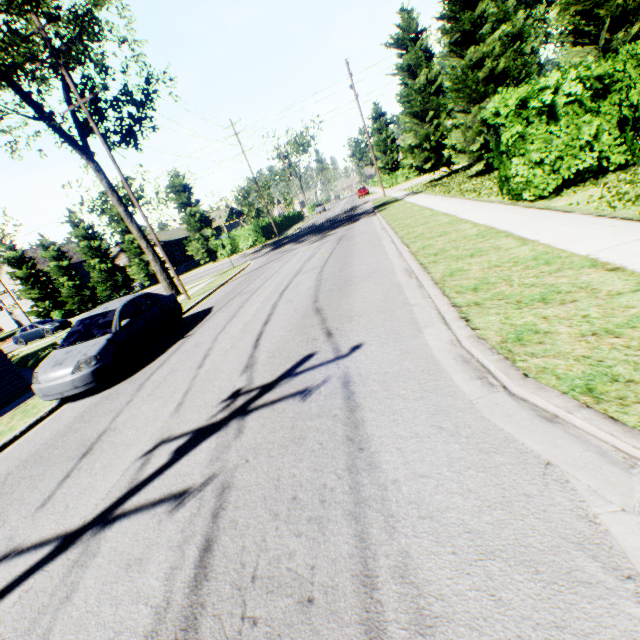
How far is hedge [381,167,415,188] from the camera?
48.5m

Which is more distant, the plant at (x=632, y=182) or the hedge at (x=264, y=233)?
the hedge at (x=264, y=233)

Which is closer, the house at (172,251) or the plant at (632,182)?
the plant at (632,182)

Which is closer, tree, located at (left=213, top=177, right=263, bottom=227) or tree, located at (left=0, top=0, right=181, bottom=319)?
tree, located at (left=0, top=0, right=181, bottom=319)

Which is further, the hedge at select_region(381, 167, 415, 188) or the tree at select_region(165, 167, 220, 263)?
the hedge at select_region(381, 167, 415, 188)

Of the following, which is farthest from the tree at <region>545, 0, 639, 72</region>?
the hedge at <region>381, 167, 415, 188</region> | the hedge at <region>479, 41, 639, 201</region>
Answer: the hedge at <region>479, 41, 639, 201</region>

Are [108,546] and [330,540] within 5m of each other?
yes

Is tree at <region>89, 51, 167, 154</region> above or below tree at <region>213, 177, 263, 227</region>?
above
